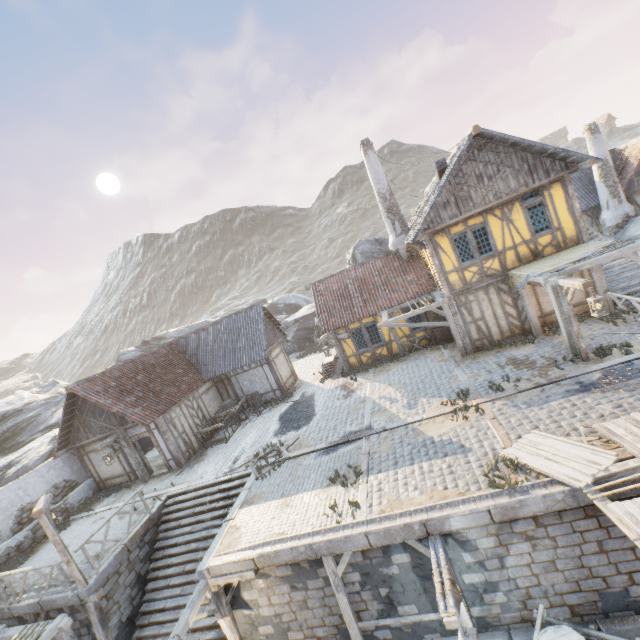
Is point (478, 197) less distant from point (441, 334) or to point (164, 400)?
point (441, 334)

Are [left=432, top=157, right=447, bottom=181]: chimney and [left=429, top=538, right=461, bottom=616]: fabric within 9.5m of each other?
no

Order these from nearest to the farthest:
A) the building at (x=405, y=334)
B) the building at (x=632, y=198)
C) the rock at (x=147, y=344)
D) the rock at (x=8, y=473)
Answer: the building at (x=405, y=334)
the rock at (x=8, y=473)
the building at (x=632, y=198)
the rock at (x=147, y=344)

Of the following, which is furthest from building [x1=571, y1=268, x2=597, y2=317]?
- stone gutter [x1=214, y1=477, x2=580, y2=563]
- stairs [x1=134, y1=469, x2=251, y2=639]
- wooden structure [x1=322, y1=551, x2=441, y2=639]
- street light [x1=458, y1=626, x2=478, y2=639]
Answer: street light [x1=458, y1=626, x2=478, y2=639]

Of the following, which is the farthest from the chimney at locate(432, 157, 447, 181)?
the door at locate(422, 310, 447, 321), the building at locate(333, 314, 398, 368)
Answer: the building at locate(333, 314, 398, 368)

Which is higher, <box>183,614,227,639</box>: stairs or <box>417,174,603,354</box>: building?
<box>417,174,603,354</box>: building

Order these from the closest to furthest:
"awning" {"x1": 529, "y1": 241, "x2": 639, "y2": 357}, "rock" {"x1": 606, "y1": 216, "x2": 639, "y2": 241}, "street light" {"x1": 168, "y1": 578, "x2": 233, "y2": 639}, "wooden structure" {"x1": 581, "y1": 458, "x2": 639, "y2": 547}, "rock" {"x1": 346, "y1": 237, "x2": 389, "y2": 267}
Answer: "wooden structure" {"x1": 581, "y1": 458, "x2": 639, "y2": 547}
"street light" {"x1": 168, "y1": 578, "x2": 233, "y2": 639}
"awning" {"x1": 529, "y1": 241, "x2": 639, "y2": 357}
"rock" {"x1": 606, "y1": 216, "x2": 639, "y2": 241}
"rock" {"x1": 346, "y1": 237, "x2": 389, "y2": 267}

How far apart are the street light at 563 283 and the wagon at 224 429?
15.6 meters
